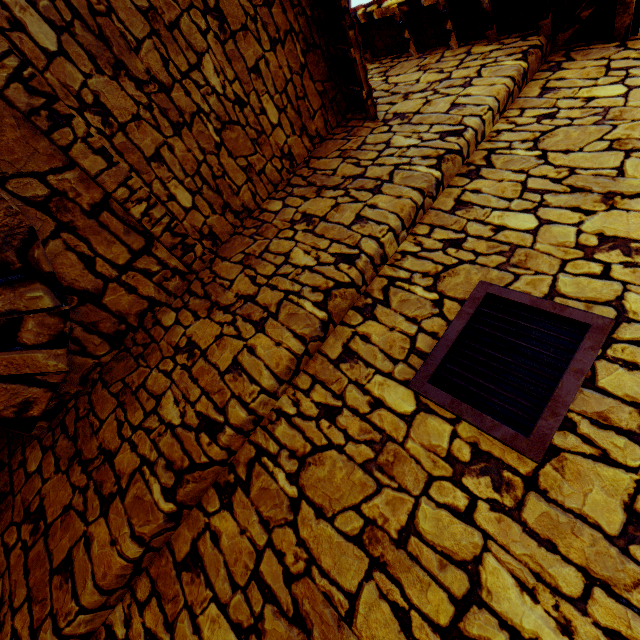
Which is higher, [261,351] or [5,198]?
[261,351]

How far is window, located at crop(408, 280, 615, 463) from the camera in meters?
1.3 m

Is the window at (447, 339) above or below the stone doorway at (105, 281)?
above

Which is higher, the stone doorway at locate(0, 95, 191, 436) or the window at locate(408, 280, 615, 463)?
the window at locate(408, 280, 615, 463)

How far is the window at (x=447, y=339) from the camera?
1.3 meters
